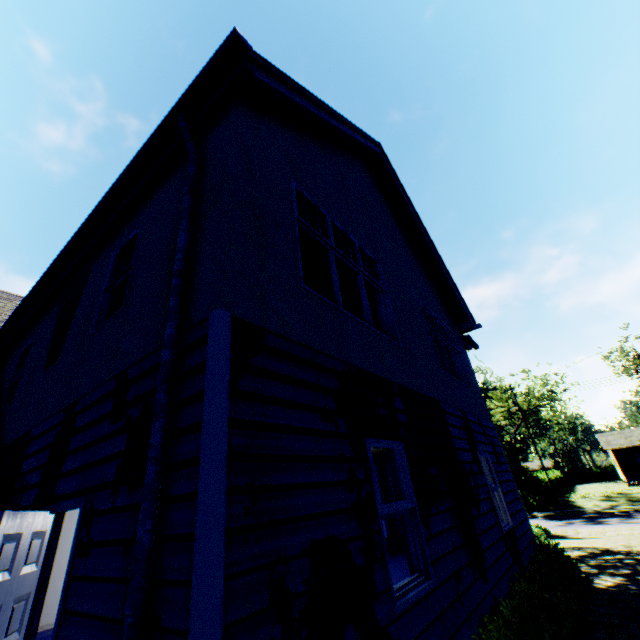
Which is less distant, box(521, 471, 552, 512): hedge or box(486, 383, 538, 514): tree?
box(486, 383, 538, 514): tree

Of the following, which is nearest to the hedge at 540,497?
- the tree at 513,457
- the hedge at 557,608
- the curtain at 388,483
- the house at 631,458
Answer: the tree at 513,457

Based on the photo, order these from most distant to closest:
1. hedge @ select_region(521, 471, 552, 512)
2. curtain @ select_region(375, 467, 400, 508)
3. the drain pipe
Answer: hedge @ select_region(521, 471, 552, 512)
curtain @ select_region(375, 467, 400, 508)
the drain pipe

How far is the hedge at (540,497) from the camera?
32.2 meters

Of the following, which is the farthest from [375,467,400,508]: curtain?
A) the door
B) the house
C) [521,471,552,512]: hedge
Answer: the house

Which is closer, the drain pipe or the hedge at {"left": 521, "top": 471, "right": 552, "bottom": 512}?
the drain pipe

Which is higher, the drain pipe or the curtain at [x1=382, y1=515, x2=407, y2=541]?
the drain pipe

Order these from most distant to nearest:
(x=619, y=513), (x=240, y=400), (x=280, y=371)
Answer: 1. (x=619, y=513)
2. (x=280, y=371)
3. (x=240, y=400)
